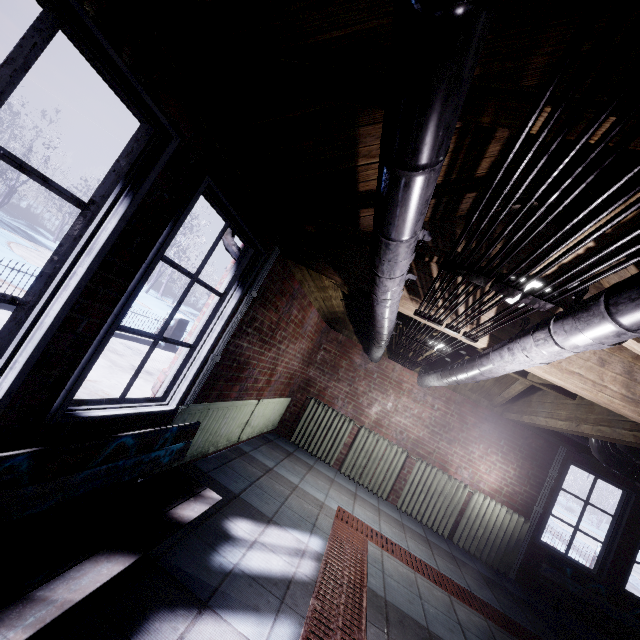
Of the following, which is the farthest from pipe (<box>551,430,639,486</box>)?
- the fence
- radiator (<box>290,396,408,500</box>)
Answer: the fence

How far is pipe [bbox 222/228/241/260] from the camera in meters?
2.5

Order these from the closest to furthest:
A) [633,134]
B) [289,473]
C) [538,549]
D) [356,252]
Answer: [633,134]
[356,252]
[289,473]
[538,549]

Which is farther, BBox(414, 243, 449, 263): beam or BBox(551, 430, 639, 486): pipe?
BBox(551, 430, 639, 486): pipe

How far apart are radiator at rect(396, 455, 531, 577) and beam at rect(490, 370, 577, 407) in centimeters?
126cm

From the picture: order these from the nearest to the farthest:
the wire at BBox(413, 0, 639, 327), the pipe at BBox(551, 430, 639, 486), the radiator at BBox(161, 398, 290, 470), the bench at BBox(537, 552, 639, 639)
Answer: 1. the wire at BBox(413, 0, 639, 327)
2. the radiator at BBox(161, 398, 290, 470)
3. the pipe at BBox(551, 430, 639, 486)
4. the bench at BBox(537, 552, 639, 639)

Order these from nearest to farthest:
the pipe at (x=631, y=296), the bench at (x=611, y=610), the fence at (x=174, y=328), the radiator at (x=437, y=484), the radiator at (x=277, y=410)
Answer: the pipe at (x=631, y=296) → the radiator at (x=277, y=410) → the bench at (x=611, y=610) → the radiator at (x=437, y=484) → the fence at (x=174, y=328)

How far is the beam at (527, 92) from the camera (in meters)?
0.89
